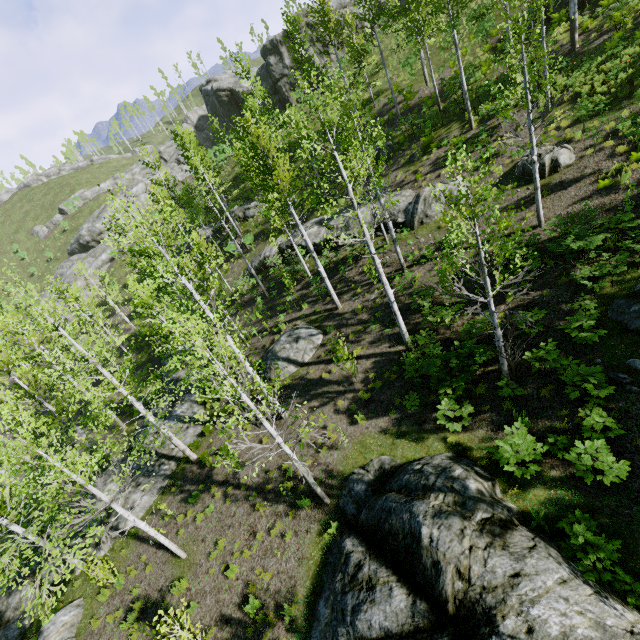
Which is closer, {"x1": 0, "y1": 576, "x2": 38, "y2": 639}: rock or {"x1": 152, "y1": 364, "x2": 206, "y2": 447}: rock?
{"x1": 0, "y1": 576, "x2": 38, "y2": 639}: rock

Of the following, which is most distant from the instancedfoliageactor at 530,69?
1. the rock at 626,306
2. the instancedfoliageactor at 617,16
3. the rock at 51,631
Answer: the rock at 626,306

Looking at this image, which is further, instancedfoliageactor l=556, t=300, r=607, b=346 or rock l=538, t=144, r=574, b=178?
rock l=538, t=144, r=574, b=178

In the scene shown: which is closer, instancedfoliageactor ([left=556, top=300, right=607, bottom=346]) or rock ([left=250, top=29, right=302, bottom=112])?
instancedfoliageactor ([left=556, top=300, right=607, bottom=346])

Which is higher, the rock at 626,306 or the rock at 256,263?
the rock at 256,263

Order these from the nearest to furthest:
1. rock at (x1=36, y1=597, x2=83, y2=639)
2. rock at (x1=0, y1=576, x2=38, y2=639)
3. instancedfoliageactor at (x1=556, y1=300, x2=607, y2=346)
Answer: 1. instancedfoliageactor at (x1=556, y1=300, x2=607, y2=346)
2. rock at (x1=36, y1=597, x2=83, y2=639)
3. rock at (x1=0, y1=576, x2=38, y2=639)

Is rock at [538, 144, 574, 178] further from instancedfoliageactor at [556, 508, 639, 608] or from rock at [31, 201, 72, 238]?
rock at [31, 201, 72, 238]

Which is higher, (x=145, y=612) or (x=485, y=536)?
(x=485, y=536)
